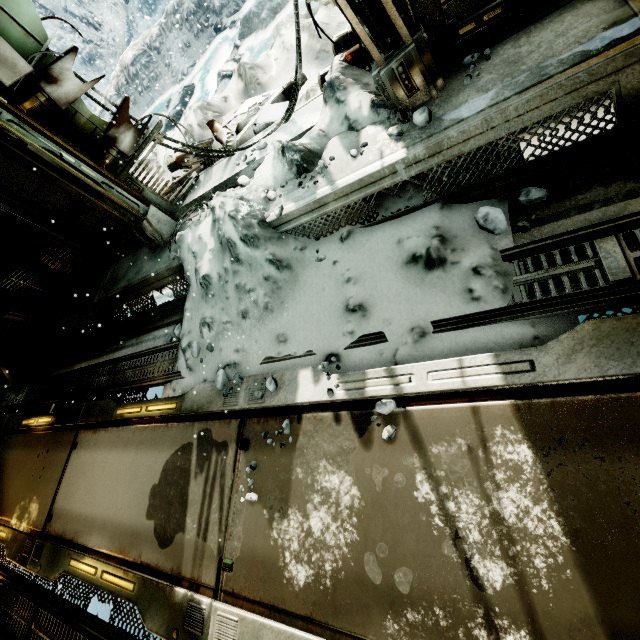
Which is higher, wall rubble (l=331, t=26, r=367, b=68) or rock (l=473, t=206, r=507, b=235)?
wall rubble (l=331, t=26, r=367, b=68)

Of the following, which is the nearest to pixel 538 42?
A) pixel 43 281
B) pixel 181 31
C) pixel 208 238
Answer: pixel 208 238

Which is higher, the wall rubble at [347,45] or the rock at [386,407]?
the wall rubble at [347,45]

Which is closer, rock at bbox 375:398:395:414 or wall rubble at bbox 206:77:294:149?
rock at bbox 375:398:395:414

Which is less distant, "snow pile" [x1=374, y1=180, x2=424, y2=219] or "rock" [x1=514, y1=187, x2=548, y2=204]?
"rock" [x1=514, y1=187, x2=548, y2=204]

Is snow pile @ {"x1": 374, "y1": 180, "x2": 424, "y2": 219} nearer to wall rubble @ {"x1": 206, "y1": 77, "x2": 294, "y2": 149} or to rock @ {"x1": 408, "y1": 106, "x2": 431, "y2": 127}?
rock @ {"x1": 408, "y1": 106, "x2": 431, "y2": 127}

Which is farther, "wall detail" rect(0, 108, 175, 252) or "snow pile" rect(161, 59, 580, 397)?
"wall detail" rect(0, 108, 175, 252)

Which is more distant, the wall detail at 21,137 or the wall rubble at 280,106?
the wall rubble at 280,106
